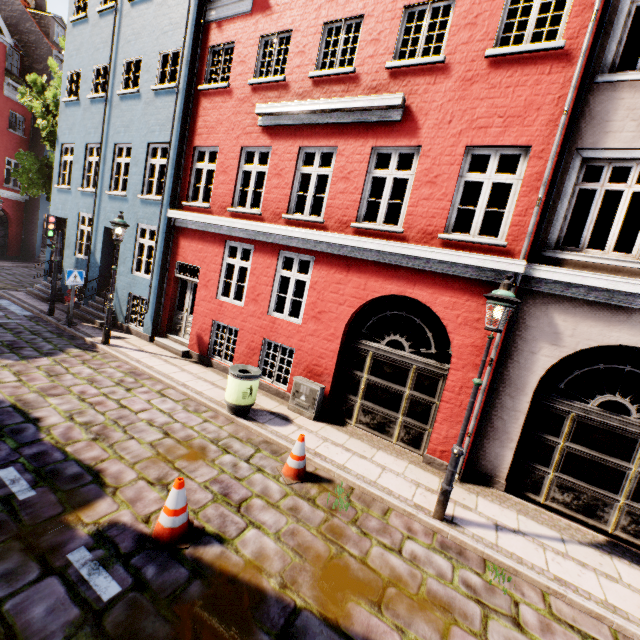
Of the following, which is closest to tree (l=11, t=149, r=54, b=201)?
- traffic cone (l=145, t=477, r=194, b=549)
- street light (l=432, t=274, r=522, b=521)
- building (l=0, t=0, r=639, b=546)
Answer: building (l=0, t=0, r=639, b=546)

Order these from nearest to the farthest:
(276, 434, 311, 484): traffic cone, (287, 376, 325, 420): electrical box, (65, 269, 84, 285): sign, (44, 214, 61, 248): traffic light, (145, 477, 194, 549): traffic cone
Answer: (145, 477, 194, 549): traffic cone, (276, 434, 311, 484): traffic cone, (287, 376, 325, 420): electrical box, (65, 269, 84, 285): sign, (44, 214, 61, 248): traffic light

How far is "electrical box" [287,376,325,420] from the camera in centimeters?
766cm

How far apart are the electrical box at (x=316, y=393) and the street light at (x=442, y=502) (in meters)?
3.26

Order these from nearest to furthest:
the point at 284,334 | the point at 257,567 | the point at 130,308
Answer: the point at 257,567
the point at 284,334
the point at 130,308

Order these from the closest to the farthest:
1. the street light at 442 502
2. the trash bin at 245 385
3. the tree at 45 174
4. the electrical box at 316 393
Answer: the street light at 442 502 < the trash bin at 245 385 < the electrical box at 316 393 < the tree at 45 174

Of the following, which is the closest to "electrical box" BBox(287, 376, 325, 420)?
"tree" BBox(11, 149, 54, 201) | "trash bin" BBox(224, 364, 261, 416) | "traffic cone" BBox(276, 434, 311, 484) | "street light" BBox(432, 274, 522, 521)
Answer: "trash bin" BBox(224, 364, 261, 416)

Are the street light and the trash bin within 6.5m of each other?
yes
